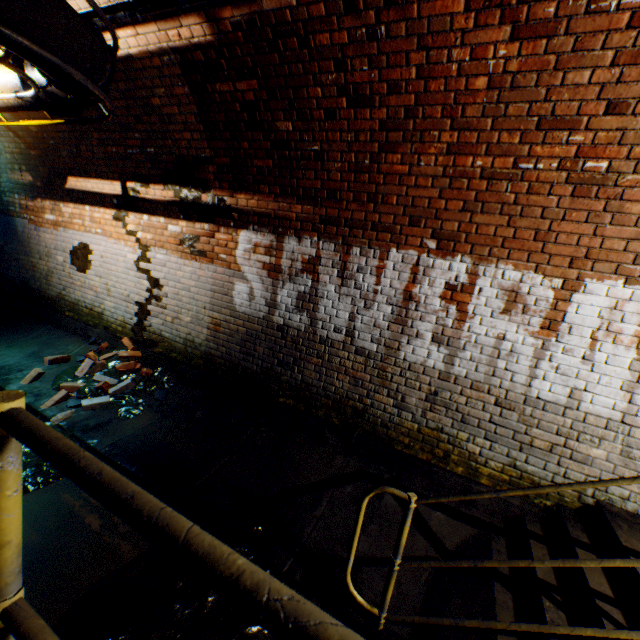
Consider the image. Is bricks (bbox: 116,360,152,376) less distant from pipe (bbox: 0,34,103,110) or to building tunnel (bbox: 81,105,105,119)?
building tunnel (bbox: 81,105,105,119)

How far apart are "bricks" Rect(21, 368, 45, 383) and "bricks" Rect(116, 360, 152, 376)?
0.4 meters

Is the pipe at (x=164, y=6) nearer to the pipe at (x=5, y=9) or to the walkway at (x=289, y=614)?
the pipe at (x=5, y=9)

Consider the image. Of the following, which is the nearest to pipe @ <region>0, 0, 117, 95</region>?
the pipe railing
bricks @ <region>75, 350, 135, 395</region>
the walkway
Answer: the pipe railing

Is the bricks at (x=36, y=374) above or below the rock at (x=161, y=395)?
below

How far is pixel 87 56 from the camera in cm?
225

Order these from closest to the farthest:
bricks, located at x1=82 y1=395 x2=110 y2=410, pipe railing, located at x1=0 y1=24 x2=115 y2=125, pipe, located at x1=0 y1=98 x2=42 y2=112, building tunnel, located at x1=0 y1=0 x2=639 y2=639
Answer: pipe railing, located at x1=0 y1=24 x2=115 y2=125 → building tunnel, located at x1=0 y1=0 x2=639 y2=639 → pipe, located at x1=0 y1=98 x2=42 y2=112 → bricks, located at x1=82 y1=395 x2=110 y2=410

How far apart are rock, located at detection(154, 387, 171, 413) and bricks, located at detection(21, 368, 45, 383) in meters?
1.8 m
